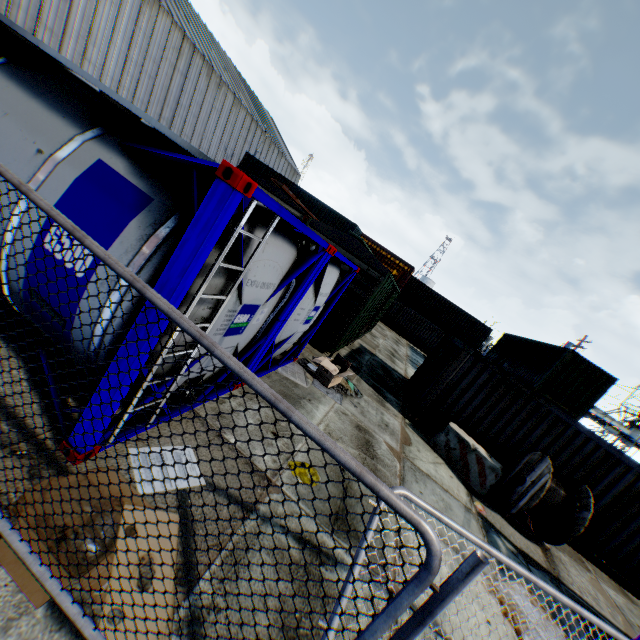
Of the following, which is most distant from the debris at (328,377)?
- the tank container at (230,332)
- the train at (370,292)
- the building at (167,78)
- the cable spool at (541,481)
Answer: the building at (167,78)

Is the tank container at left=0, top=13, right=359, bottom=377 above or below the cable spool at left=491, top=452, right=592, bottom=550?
above

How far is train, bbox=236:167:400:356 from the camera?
10.32m

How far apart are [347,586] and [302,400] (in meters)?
4.80

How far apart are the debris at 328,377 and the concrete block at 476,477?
3.3 meters

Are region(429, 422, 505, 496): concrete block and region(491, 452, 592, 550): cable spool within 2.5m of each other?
yes

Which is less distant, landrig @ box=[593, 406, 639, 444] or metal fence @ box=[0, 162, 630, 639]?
metal fence @ box=[0, 162, 630, 639]

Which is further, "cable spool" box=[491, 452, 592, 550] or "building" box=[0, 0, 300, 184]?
"building" box=[0, 0, 300, 184]
